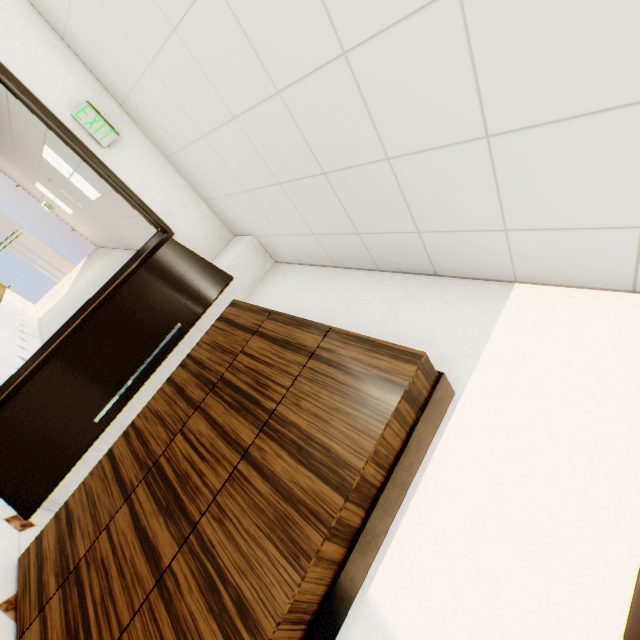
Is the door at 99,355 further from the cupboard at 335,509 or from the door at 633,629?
the door at 633,629

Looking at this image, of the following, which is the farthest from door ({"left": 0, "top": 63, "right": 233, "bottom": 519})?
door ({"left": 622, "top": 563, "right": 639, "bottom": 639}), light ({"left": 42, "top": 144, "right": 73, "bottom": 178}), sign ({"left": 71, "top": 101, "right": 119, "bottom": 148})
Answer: light ({"left": 42, "top": 144, "right": 73, "bottom": 178})

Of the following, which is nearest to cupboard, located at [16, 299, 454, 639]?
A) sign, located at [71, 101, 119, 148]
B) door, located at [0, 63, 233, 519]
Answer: door, located at [0, 63, 233, 519]

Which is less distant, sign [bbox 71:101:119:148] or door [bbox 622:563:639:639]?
door [bbox 622:563:639:639]

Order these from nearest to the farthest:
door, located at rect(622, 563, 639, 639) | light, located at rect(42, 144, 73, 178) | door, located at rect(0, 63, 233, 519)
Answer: door, located at rect(622, 563, 639, 639)
door, located at rect(0, 63, 233, 519)
light, located at rect(42, 144, 73, 178)

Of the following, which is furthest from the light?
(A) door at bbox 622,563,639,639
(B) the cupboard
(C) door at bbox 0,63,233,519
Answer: (A) door at bbox 622,563,639,639

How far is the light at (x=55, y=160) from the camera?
5.3 meters

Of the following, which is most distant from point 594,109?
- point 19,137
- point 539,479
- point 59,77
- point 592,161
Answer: point 19,137
